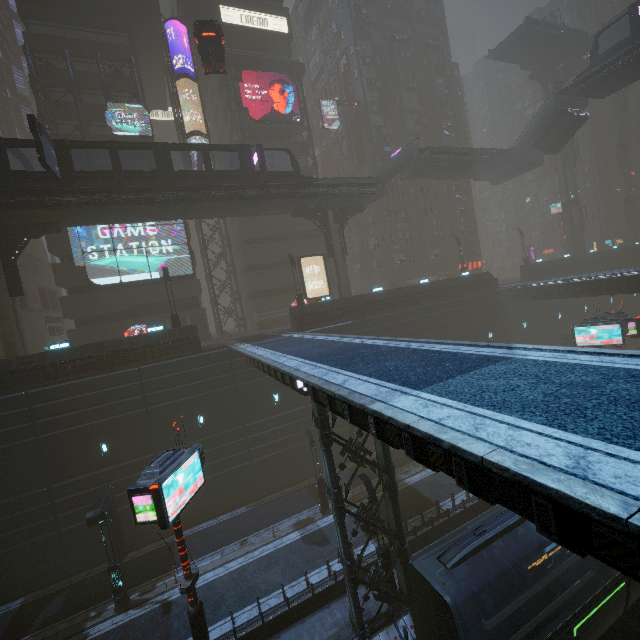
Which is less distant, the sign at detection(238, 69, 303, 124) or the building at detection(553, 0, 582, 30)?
the sign at detection(238, 69, 303, 124)

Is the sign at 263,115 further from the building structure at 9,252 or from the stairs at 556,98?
the stairs at 556,98

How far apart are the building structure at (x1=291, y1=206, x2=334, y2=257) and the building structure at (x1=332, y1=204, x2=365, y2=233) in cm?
68

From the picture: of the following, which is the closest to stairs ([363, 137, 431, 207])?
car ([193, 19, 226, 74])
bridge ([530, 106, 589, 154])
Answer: bridge ([530, 106, 589, 154])

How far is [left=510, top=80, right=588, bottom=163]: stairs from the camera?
31.69m

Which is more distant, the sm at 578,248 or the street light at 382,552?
the sm at 578,248

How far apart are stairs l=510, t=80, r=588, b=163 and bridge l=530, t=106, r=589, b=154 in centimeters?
1cm

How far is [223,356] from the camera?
23.69m
